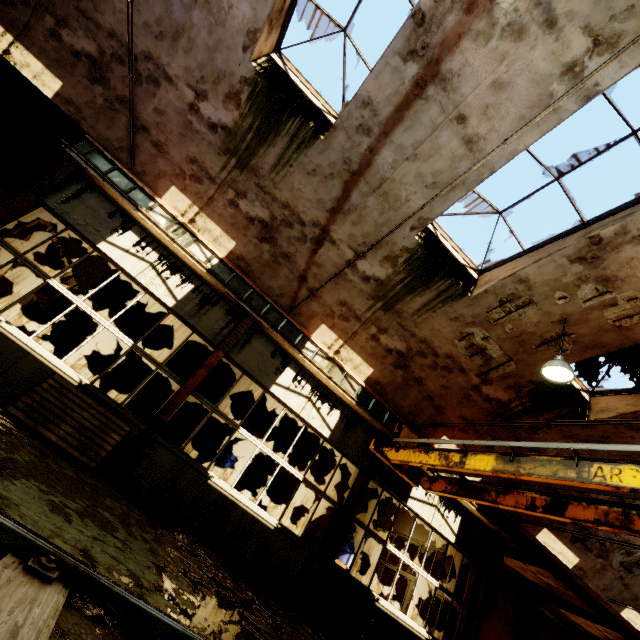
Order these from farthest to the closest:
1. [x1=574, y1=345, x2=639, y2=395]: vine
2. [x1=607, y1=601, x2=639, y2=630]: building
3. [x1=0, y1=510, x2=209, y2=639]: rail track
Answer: [x1=607, y1=601, x2=639, y2=630]: building
[x1=574, y1=345, x2=639, y2=395]: vine
[x1=0, y1=510, x2=209, y2=639]: rail track

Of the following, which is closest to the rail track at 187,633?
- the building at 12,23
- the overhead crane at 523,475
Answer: the overhead crane at 523,475

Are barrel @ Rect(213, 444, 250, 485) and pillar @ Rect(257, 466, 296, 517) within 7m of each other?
yes

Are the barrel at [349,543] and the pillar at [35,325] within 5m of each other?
no

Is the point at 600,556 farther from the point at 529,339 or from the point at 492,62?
the point at 492,62

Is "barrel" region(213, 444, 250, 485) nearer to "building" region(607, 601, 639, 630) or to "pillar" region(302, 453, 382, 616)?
"pillar" region(302, 453, 382, 616)

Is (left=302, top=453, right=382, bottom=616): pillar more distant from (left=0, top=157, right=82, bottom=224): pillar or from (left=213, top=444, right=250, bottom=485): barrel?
(left=0, top=157, right=82, bottom=224): pillar

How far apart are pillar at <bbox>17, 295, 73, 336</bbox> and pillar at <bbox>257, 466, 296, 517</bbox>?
9.1 meters
